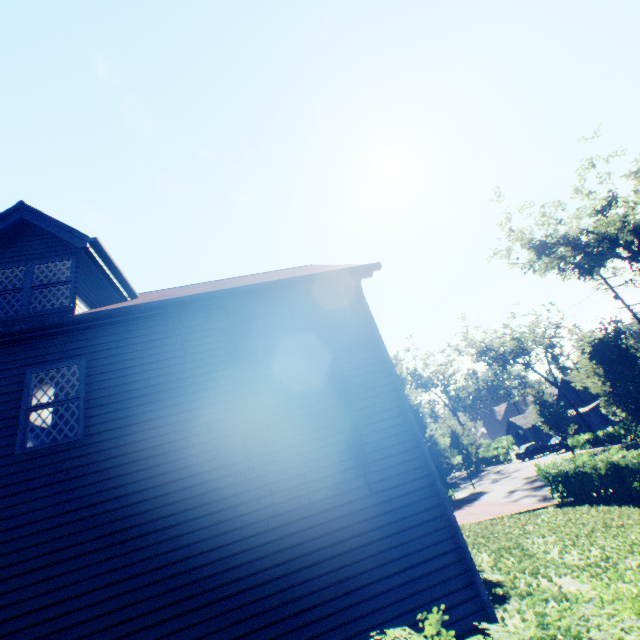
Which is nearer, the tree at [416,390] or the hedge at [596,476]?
the hedge at [596,476]

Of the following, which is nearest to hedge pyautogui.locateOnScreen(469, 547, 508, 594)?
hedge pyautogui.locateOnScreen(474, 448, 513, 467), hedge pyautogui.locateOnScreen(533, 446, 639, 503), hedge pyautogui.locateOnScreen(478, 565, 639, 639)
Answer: hedge pyautogui.locateOnScreen(478, 565, 639, 639)

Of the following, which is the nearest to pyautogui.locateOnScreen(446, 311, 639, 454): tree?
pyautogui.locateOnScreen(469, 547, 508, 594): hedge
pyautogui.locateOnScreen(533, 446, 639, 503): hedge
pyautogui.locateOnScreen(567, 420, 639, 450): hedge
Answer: pyautogui.locateOnScreen(567, 420, 639, 450): hedge

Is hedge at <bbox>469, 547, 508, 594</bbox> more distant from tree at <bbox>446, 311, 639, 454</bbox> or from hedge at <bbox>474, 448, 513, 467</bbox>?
hedge at <bbox>474, 448, 513, 467</bbox>

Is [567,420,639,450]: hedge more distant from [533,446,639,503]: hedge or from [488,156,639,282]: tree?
[533,446,639,503]: hedge

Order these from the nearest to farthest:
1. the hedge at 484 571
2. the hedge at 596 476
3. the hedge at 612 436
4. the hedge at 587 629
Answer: the hedge at 587 629 → the hedge at 484 571 → the hedge at 596 476 → the hedge at 612 436

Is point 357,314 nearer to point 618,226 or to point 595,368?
point 595,368
